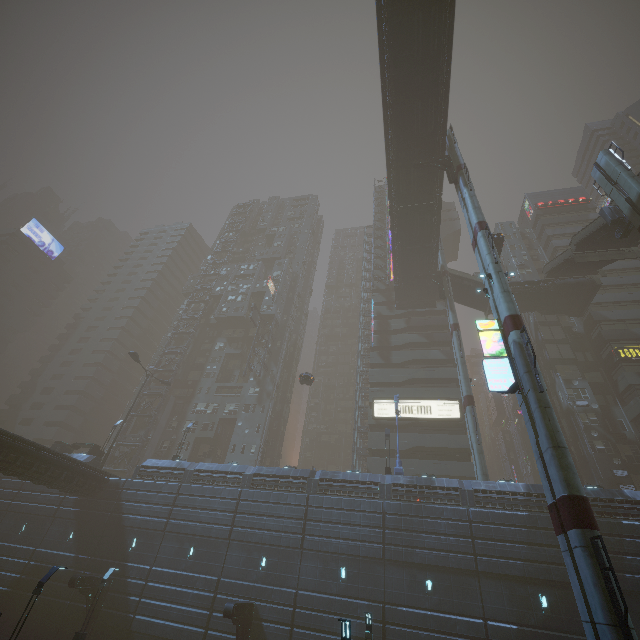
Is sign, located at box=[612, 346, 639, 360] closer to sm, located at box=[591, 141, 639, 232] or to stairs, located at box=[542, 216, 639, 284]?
stairs, located at box=[542, 216, 639, 284]

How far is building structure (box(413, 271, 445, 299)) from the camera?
41.19m

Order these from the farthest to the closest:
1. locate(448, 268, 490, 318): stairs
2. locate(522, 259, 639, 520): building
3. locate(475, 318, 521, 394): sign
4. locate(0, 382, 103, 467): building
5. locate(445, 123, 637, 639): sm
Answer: locate(448, 268, 490, 318): stairs → locate(0, 382, 103, 467): building → locate(522, 259, 639, 520): building → locate(475, 318, 521, 394): sign → locate(445, 123, 637, 639): sm

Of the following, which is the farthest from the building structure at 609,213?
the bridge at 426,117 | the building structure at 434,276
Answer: the building structure at 434,276

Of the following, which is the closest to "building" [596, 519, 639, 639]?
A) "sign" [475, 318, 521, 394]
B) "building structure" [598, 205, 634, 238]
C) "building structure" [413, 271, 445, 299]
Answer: "sign" [475, 318, 521, 394]

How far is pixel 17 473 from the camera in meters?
24.2 m

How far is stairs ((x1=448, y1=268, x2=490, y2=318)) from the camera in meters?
43.0 m

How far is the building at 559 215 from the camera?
50.66m
